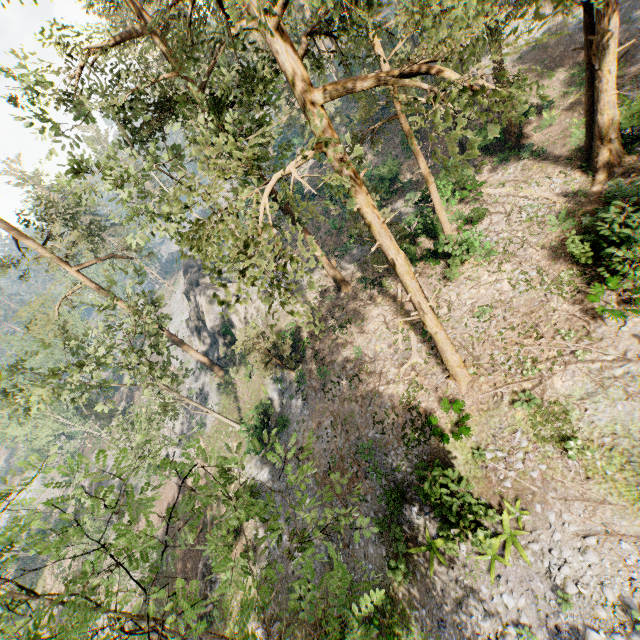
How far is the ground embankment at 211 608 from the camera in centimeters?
2190cm

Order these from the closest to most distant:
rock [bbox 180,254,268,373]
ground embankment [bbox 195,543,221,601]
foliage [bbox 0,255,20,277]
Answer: ground embankment [bbox 195,543,221,601], foliage [bbox 0,255,20,277], rock [bbox 180,254,268,373]

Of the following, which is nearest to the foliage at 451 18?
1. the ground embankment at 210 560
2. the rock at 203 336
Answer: the rock at 203 336

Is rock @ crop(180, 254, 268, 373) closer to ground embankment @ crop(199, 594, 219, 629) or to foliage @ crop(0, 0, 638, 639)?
foliage @ crop(0, 0, 638, 639)

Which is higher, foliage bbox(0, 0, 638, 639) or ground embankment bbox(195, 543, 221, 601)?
foliage bbox(0, 0, 638, 639)

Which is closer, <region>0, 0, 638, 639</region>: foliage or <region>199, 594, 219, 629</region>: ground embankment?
<region>0, 0, 638, 639</region>: foliage

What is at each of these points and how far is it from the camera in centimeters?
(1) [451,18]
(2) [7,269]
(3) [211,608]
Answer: (1) foliage, 480cm
(2) foliage, 2673cm
(3) ground embankment, 2342cm

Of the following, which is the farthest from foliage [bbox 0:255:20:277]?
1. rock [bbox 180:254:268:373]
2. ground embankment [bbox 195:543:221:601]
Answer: ground embankment [bbox 195:543:221:601]
